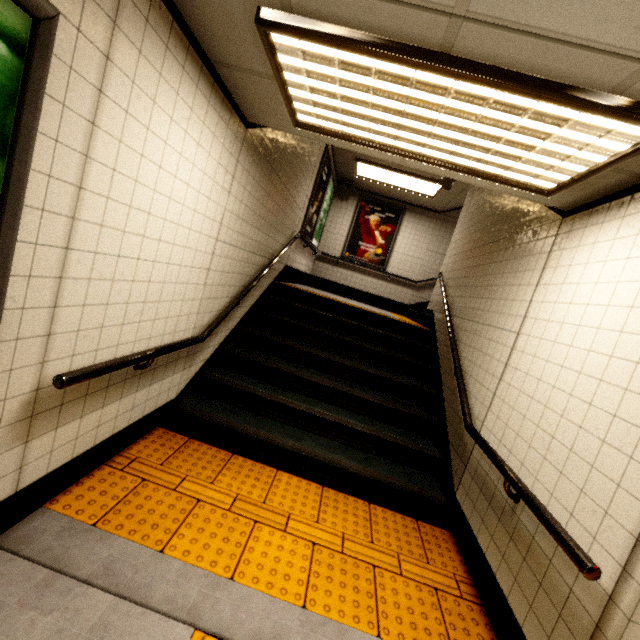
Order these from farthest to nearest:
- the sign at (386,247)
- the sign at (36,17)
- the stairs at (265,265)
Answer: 1. the sign at (386,247)
2. the stairs at (265,265)
3. the sign at (36,17)

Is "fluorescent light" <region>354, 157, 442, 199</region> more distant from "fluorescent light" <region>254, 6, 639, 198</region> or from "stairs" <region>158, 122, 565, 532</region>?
"fluorescent light" <region>254, 6, 639, 198</region>

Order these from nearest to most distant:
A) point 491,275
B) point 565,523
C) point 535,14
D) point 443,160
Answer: point 535,14
point 565,523
point 443,160
point 491,275

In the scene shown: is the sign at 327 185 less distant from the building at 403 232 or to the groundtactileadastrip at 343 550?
the building at 403 232

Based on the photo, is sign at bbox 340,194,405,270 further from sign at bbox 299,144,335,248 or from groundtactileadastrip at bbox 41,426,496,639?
groundtactileadastrip at bbox 41,426,496,639

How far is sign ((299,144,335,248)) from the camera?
6.1m

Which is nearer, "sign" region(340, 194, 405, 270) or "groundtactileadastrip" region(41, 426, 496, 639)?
"groundtactileadastrip" region(41, 426, 496, 639)

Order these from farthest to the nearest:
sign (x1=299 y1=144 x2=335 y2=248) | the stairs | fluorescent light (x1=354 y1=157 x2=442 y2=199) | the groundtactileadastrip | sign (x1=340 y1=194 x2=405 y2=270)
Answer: sign (x1=340 y1=194 x2=405 y2=270) < fluorescent light (x1=354 y1=157 x2=442 y2=199) < sign (x1=299 y1=144 x2=335 y2=248) < the stairs < the groundtactileadastrip
